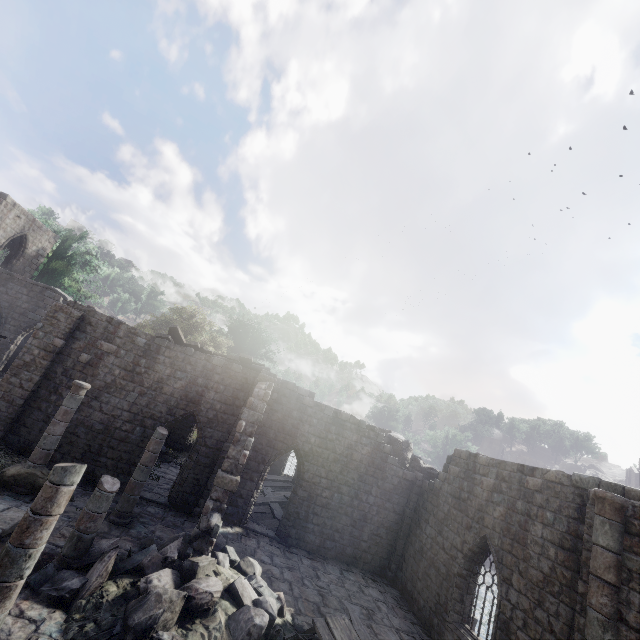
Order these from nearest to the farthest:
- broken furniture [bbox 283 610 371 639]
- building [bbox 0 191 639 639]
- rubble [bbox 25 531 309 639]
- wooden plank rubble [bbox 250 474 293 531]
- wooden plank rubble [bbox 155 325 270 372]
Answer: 1. rubble [bbox 25 531 309 639]
2. building [bbox 0 191 639 639]
3. broken furniture [bbox 283 610 371 639]
4. wooden plank rubble [bbox 155 325 270 372]
5. wooden plank rubble [bbox 250 474 293 531]

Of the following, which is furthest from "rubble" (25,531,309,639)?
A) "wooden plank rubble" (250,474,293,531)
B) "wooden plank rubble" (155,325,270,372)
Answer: "wooden plank rubble" (155,325,270,372)

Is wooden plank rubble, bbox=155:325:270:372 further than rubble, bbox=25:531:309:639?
Yes

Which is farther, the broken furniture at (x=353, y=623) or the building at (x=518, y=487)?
the broken furniture at (x=353, y=623)

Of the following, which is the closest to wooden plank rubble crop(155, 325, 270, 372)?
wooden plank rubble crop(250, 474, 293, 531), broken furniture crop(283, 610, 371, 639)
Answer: wooden plank rubble crop(250, 474, 293, 531)

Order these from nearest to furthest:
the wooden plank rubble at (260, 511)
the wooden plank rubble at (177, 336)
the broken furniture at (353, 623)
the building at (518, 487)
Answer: the building at (518, 487)
the broken furniture at (353, 623)
the wooden plank rubble at (177, 336)
the wooden plank rubble at (260, 511)

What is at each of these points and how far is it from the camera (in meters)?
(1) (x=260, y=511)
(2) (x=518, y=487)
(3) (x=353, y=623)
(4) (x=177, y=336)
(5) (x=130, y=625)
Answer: (1) wooden plank rubble, 17.50
(2) building, 11.00
(3) broken furniture, 9.23
(4) wooden plank rubble, 16.39
(5) rubble, 6.60

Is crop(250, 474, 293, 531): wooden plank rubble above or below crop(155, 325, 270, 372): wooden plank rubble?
below
